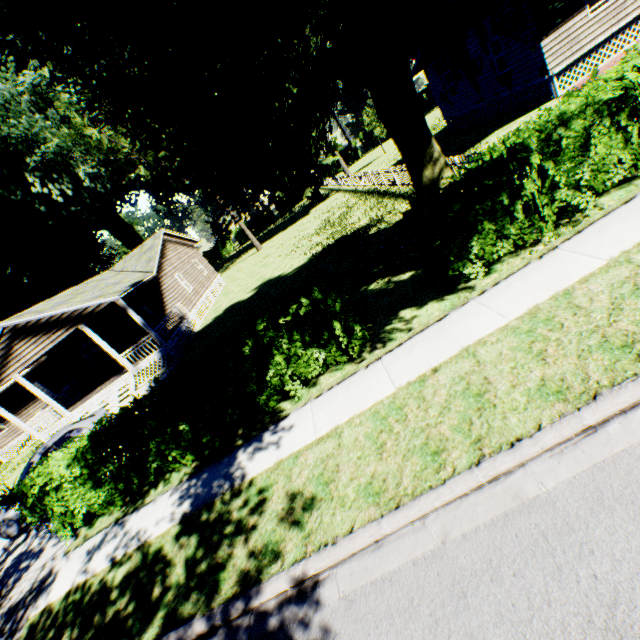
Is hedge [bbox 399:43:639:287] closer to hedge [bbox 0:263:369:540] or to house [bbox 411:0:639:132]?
hedge [bbox 0:263:369:540]

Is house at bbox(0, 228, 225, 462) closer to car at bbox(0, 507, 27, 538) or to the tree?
car at bbox(0, 507, 27, 538)

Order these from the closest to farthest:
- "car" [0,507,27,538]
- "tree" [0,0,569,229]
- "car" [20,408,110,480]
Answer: "tree" [0,0,569,229], "car" [0,507,27,538], "car" [20,408,110,480]

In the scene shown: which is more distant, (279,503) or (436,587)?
(279,503)

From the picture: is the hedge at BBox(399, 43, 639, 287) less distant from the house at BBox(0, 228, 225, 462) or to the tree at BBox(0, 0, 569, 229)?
the tree at BBox(0, 0, 569, 229)

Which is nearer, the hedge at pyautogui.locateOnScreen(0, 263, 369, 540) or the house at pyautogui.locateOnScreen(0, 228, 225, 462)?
the hedge at pyautogui.locateOnScreen(0, 263, 369, 540)

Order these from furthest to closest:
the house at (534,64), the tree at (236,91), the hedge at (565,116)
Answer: the house at (534,64) → the hedge at (565,116) → the tree at (236,91)

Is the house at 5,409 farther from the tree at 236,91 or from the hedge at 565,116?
the hedge at 565,116
